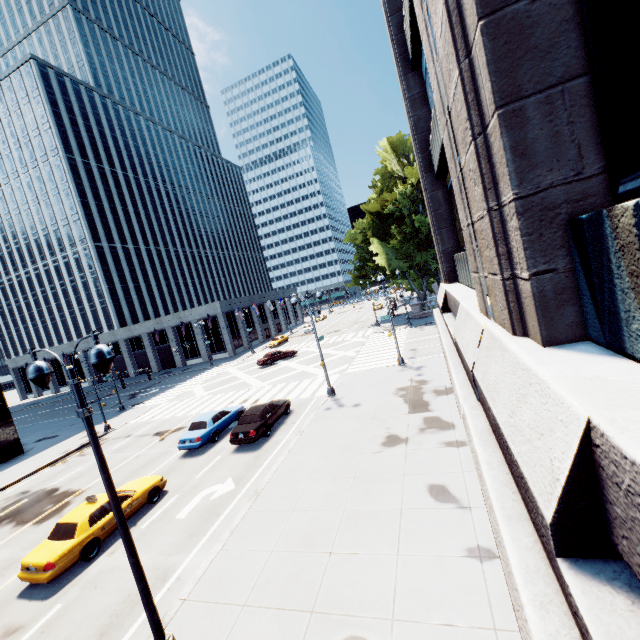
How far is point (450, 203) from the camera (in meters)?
11.71

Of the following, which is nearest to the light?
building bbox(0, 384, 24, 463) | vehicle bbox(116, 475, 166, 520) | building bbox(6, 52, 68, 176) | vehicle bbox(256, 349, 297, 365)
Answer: vehicle bbox(116, 475, 166, 520)

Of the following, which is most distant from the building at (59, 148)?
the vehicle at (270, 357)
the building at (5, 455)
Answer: the building at (5, 455)

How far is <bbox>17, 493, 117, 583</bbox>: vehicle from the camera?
10.7 meters

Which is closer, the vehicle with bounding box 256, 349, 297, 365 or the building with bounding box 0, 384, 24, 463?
the building with bounding box 0, 384, 24, 463

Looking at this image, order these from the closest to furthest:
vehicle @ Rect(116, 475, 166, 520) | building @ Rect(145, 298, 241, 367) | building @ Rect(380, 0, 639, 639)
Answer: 1. building @ Rect(380, 0, 639, 639)
2. vehicle @ Rect(116, 475, 166, 520)
3. building @ Rect(145, 298, 241, 367)

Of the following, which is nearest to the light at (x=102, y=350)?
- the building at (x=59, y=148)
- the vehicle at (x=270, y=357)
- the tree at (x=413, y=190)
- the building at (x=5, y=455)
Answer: the vehicle at (x=270, y=357)

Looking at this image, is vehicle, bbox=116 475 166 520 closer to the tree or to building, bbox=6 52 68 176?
the tree
